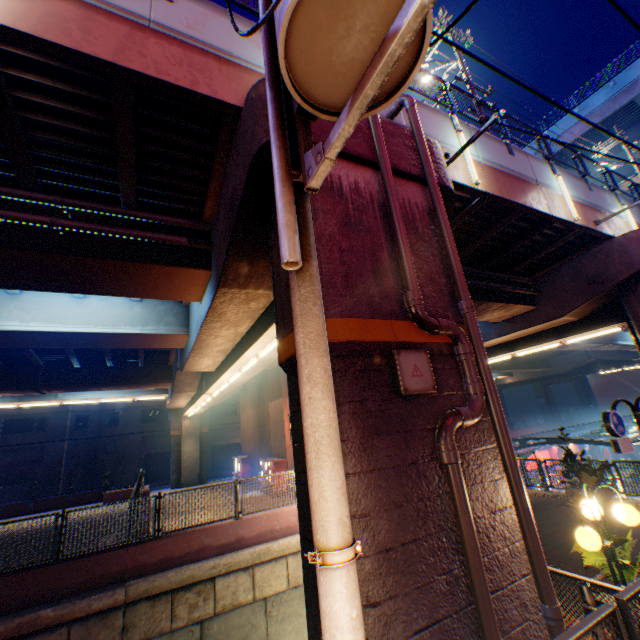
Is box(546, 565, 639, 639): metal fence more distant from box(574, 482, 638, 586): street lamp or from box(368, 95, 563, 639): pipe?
box(368, 95, 563, 639): pipe

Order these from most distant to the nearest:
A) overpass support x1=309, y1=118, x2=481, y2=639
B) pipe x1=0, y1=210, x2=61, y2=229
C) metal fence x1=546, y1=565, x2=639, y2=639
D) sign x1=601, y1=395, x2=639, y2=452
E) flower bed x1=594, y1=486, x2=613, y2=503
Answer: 1. flower bed x1=594, y1=486, x2=613, y2=503
2. sign x1=601, y1=395, x2=639, y2=452
3. pipe x1=0, y1=210, x2=61, y2=229
4. overpass support x1=309, y1=118, x2=481, y2=639
5. metal fence x1=546, y1=565, x2=639, y2=639

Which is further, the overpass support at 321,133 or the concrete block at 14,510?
the concrete block at 14,510

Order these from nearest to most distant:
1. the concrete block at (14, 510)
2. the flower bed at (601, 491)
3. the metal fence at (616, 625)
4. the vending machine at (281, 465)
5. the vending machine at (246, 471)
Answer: the metal fence at (616, 625), the flower bed at (601, 491), the vending machine at (281, 465), the concrete block at (14, 510), the vending machine at (246, 471)

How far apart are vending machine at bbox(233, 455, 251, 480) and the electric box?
26.3m

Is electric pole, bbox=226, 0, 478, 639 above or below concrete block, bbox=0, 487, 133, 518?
above

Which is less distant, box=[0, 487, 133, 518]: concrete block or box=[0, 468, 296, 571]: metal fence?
box=[0, 468, 296, 571]: metal fence

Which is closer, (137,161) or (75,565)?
(137,161)
